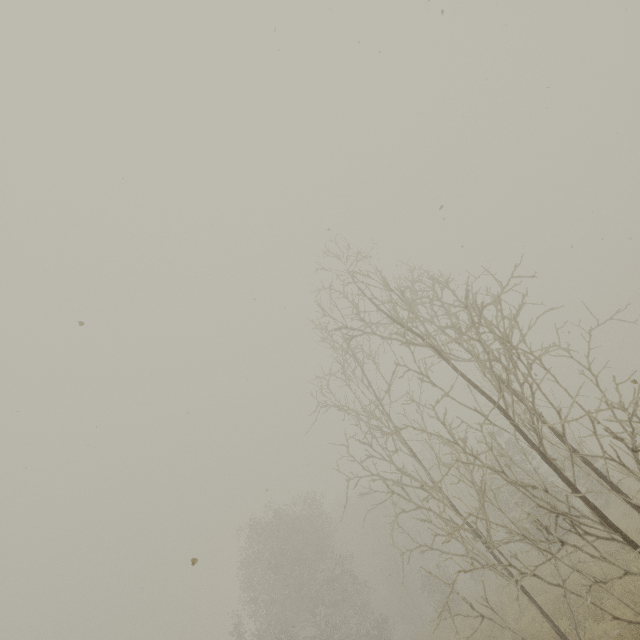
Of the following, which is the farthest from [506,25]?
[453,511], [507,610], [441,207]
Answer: [507,610]
